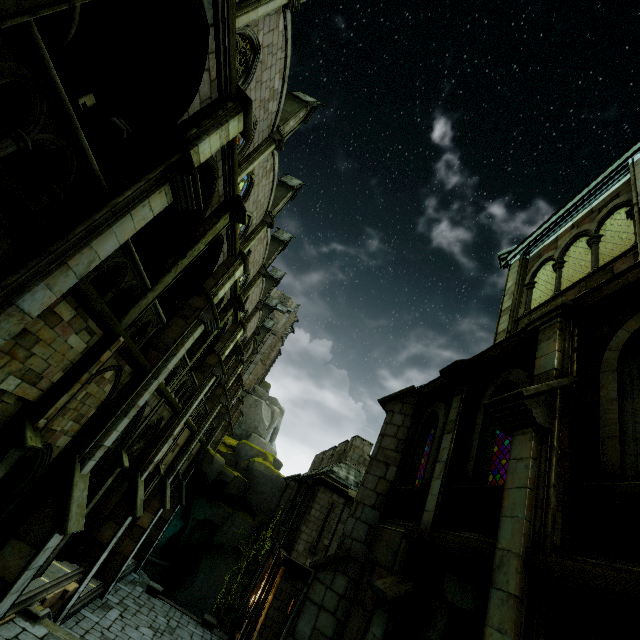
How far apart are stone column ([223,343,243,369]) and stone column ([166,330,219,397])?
4.89m

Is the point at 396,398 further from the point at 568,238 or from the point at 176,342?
the point at 176,342

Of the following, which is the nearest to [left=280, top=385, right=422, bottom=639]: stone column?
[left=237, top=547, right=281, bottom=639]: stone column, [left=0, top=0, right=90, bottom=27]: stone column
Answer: [left=0, top=0, right=90, bottom=27]: stone column

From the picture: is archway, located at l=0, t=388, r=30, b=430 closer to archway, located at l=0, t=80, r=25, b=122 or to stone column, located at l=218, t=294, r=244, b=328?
archway, located at l=0, t=80, r=25, b=122

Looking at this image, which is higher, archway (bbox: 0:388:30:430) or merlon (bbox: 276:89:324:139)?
merlon (bbox: 276:89:324:139)

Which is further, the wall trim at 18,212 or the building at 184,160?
the building at 184,160

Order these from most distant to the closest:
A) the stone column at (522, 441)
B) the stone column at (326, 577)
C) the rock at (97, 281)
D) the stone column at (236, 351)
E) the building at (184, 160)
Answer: the stone column at (236, 351) → the rock at (97, 281) → the stone column at (326, 577) → the building at (184, 160) → the stone column at (522, 441)

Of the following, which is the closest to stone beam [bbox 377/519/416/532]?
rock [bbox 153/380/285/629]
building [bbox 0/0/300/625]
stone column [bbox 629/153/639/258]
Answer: stone column [bbox 629/153/639/258]
